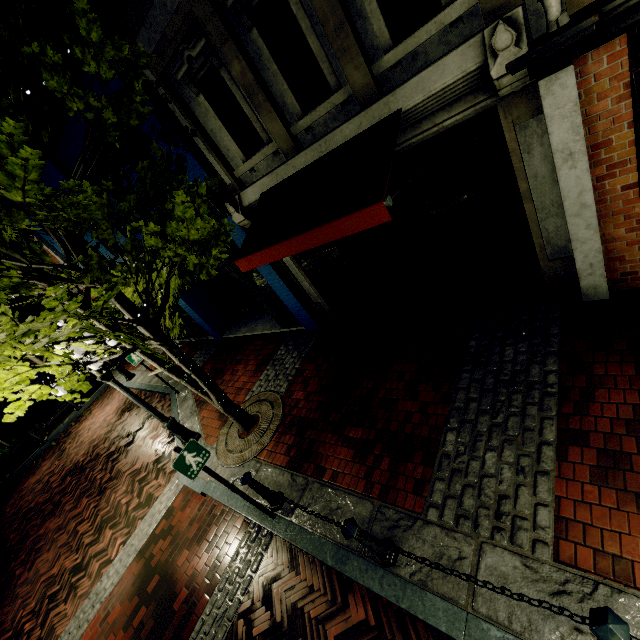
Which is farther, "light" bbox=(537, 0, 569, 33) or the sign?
the sign

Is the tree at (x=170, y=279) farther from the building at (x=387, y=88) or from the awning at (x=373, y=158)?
the awning at (x=373, y=158)

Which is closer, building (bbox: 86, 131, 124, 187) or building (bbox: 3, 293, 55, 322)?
building (bbox: 86, 131, 124, 187)

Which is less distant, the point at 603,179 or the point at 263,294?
the point at 603,179

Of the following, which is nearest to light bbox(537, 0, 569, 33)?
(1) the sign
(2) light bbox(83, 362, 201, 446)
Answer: (1) the sign

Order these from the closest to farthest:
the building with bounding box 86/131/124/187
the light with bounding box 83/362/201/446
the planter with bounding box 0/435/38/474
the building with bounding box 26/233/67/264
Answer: the light with bounding box 83/362/201/446 < the building with bounding box 86/131/124/187 < the building with bounding box 26/233/67/264 < the planter with bounding box 0/435/38/474

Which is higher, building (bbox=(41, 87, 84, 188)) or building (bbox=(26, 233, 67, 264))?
building (bbox=(41, 87, 84, 188))

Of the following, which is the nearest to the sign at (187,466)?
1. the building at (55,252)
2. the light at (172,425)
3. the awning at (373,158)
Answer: the awning at (373,158)
